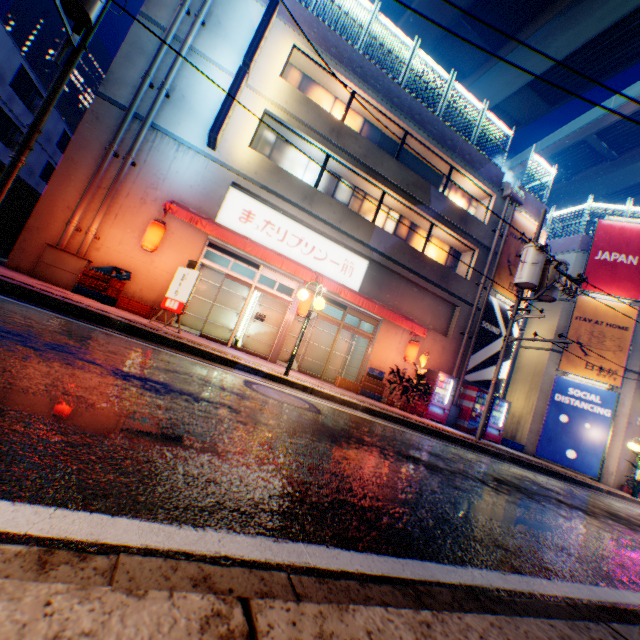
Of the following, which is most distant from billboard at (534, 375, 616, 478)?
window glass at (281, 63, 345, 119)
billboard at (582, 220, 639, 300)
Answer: window glass at (281, 63, 345, 119)

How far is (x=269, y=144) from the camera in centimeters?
1261cm

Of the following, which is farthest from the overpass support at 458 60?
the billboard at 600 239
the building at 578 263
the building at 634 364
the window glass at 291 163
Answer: the window glass at 291 163

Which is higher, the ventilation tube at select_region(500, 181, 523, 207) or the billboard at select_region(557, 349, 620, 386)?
the ventilation tube at select_region(500, 181, 523, 207)

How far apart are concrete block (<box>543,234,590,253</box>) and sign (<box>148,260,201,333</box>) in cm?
2060

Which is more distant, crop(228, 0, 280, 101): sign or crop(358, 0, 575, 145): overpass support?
crop(358, 0, 575, 145): overpass support

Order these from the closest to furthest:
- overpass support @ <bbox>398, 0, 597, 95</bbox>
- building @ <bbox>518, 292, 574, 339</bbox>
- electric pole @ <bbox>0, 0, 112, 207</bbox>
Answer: electric pole @ <bbox>0, 0, 112, 207</bbox> < building @ <bbox>518, 292, 574, 339</bbox> < overpass support @ <bbox>398, 0, 597, 95</bbox>

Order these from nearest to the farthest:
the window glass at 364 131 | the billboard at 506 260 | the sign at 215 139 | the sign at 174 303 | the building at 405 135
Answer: the sign at 174 303
the sign at 215 139
the building at 405 135
the window glass at 364 131
the billboard at 506 260
